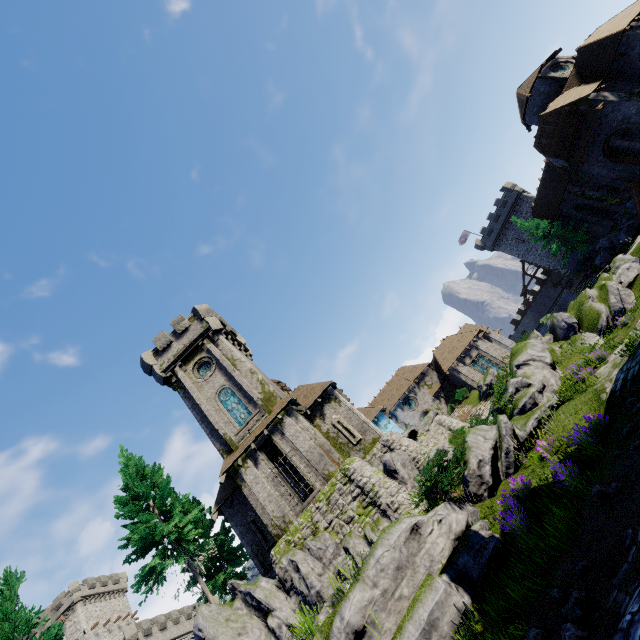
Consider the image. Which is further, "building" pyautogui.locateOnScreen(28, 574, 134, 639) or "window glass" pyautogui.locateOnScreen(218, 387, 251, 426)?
"building" pyautogui.locateOnScreen(28, 574, 134, 639)

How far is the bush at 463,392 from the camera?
36.69m

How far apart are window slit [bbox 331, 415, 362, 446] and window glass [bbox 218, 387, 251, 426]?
5.8m

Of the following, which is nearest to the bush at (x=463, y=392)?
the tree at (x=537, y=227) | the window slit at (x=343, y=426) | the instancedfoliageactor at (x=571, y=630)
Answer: the tree at (x=537, y=227)

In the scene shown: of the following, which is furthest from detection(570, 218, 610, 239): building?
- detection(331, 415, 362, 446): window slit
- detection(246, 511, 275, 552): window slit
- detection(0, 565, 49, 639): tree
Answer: detection(0, 565, 49, 639): tree

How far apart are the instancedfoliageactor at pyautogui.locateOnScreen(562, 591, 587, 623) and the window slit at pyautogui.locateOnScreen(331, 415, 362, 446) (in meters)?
19.13

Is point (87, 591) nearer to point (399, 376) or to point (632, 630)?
point (399, 376)

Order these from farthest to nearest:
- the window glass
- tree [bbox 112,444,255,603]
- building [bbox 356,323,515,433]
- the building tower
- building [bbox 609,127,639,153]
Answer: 1. the building tower
2. building [bbox 356,323,515,433]
3. building [bbox 609,127,639,153]
4. the window glass
5. tree [bbox 112,444,255,603]
